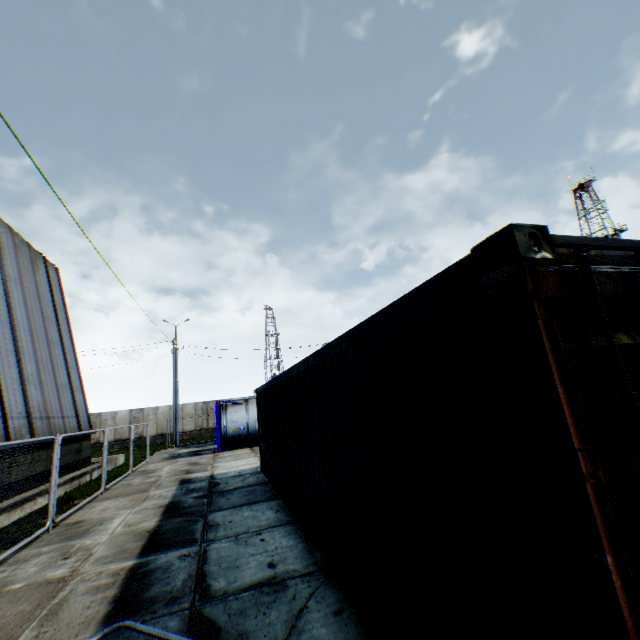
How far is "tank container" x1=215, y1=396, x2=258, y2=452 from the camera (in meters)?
18.95

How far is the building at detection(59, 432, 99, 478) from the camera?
13.5m

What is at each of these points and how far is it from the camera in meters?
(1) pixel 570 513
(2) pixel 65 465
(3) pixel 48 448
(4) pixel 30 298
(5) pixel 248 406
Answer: (1) storage container, 1.4 m
(2) building, 13.7 m
(3) building, 12.5 m
(4) building, 14.3 m
(5) tank container, 19.9 m

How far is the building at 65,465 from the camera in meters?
13.5

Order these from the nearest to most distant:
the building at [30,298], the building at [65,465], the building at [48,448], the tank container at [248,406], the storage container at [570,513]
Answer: the storage container at [570,513], the building at [48,448], the building at [30,298], the building at [65,465], the tank container at [248,406]

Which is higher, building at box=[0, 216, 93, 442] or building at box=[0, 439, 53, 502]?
building at box=[0, 216, 93, 442]

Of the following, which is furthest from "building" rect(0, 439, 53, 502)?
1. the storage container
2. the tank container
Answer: the storage container
